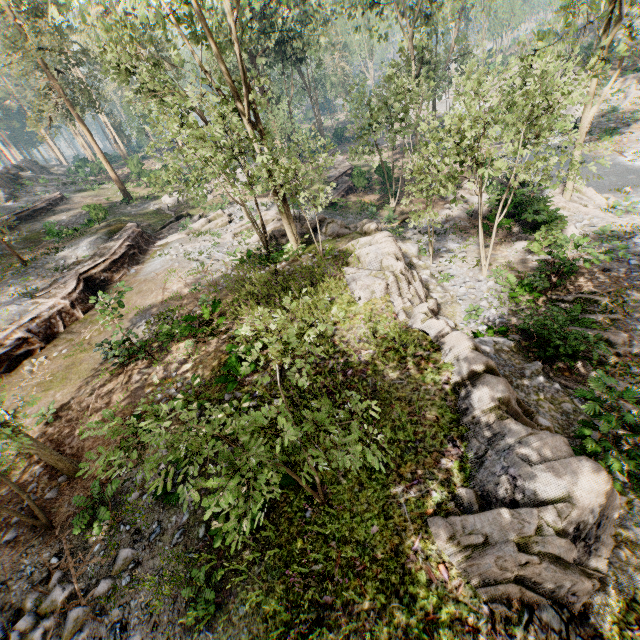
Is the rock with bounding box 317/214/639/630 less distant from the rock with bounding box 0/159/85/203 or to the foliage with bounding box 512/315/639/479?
the foliage with bounding box 512/315/639/479

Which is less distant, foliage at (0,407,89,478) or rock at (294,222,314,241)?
foliage at (0,407,89,478)

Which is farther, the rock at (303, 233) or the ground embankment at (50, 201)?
the ground embankment at (50, 201)

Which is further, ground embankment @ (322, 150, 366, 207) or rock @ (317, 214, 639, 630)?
ground embankment @ (322, 150, 366, 207)

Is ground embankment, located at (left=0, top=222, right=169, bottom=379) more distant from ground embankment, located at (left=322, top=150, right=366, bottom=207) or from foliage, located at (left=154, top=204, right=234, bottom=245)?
ground embankment, located at (left=322, top=150, right=366, bottom=207)

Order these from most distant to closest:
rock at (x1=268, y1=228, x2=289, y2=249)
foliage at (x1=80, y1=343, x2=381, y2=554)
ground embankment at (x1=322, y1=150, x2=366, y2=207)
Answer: ground embankment at (x1=322, y1=150, x2=366, y2=207), rock at (x1=268, y1=228, x2=289, y2=249), foliage at (x1=80, y1=343, x2=381, y2=554)

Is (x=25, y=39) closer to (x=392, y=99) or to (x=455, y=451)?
(x=392, y=99)

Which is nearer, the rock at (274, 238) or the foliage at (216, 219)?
the rock at (274, 238)
